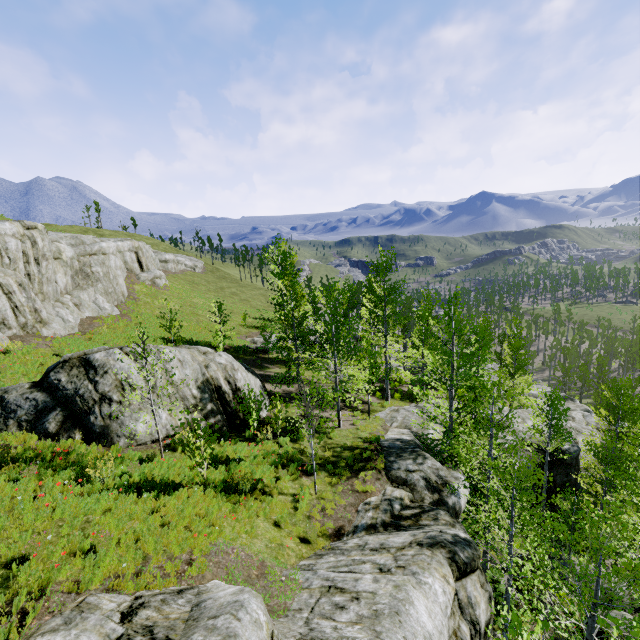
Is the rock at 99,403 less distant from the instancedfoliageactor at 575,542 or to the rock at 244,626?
the rock at 244,626

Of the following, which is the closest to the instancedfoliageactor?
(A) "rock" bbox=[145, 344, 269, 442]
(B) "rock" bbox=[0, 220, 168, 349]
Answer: (B) "rock" bbox=[0, 220, 168, 349]

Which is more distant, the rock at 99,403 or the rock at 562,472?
the rock at 562,472

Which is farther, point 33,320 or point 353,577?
point 33,320

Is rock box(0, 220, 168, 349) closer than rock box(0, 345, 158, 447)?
No

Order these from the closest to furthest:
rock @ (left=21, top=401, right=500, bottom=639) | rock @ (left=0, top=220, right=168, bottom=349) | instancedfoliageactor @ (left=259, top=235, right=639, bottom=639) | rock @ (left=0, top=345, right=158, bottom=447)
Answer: rock @ (left=21, top=401, right=500, bottom=639), instancedfoliageactor @ (left=259, top=235, right=639, bottom=639), rock @ (left=0, top=345, right=158, bottom=447), rock @ (left=0, top=220, right=168, bottom=349)

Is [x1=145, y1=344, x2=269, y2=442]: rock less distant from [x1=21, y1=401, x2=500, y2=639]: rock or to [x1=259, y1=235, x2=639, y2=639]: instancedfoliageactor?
[x1=21, y1=401, x2=500, y2=639]: rock
